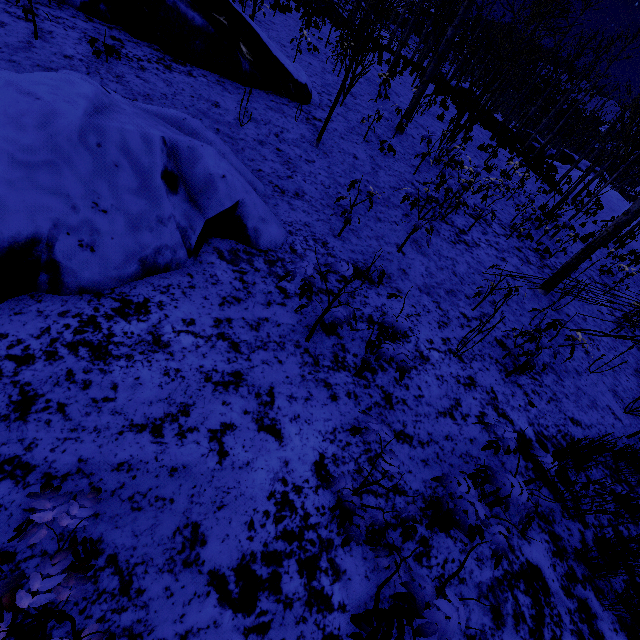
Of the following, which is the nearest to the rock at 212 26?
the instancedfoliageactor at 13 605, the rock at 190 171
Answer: the rock at 190 171

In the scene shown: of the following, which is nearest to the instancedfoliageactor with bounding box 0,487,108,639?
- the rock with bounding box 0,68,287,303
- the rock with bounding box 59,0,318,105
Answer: the rock with bounding box 0,68,287,303

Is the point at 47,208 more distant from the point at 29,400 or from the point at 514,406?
the point at 514,406

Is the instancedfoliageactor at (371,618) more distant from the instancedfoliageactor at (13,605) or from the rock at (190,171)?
the rock at (190,171)

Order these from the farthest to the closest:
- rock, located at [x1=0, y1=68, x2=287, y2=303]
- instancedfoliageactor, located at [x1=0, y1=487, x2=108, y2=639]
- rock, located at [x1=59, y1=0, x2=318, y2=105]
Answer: rock, located at [x1=59, y1=0, x2=318, y2=105] → rock, located at [x1=0, y1=68, x2=287, y2=303] → instancedfoliageactor, located at [x1=0, y1=487, x2=108, y2=639]

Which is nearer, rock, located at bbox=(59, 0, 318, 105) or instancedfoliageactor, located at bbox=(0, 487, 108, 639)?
instancedfoliageactor, located at bbox=(0, 487, 108, 639)

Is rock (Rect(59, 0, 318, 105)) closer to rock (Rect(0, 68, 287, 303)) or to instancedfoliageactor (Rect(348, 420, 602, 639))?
rock (Rect(0, 68, 287, 303))

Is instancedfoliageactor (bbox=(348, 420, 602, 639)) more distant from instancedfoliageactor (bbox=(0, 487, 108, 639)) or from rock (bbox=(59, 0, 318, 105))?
rock (bbox=(59, 0, 318, 105))
